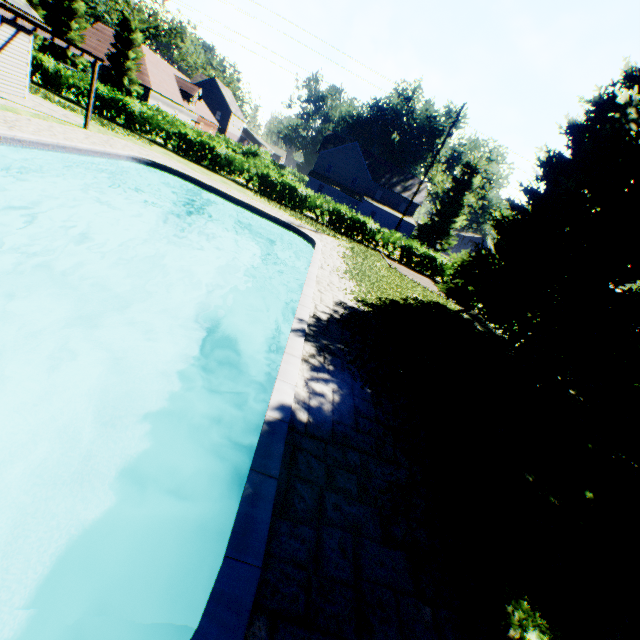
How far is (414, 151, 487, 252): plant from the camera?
47.28m

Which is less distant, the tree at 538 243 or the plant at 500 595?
the plant at 500 595

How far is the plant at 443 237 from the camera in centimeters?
4728cm

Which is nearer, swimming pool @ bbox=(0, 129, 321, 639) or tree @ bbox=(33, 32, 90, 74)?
swimming pool @ bbox=(0, 129, 321, 639)

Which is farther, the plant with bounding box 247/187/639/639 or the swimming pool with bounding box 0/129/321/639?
the plant with bounding box 247/187/639/639

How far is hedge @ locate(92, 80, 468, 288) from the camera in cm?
2314

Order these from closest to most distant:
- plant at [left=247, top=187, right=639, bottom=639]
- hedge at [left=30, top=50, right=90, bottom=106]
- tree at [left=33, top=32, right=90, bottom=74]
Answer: plant at [left=247, top=187, right=639, bottom=639] → hedge at [left=30, top=50, right=90, bottom=106] → tree at [left=33, top=32, right=90, bottom=74]

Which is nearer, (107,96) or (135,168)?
(135,168)
